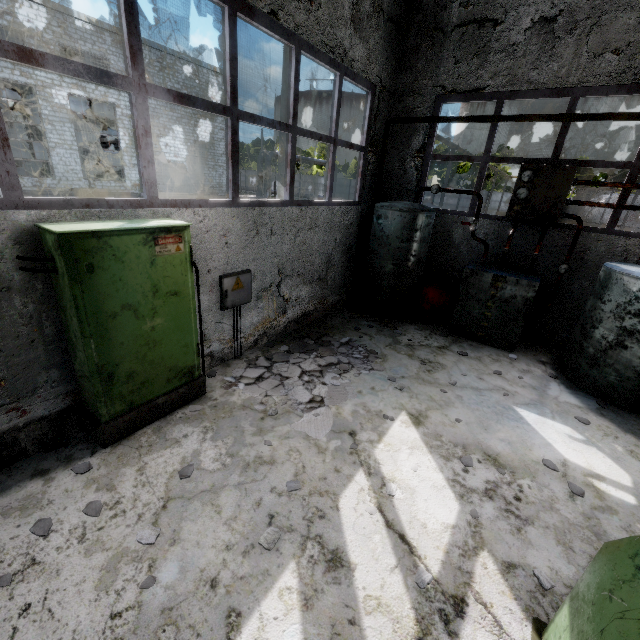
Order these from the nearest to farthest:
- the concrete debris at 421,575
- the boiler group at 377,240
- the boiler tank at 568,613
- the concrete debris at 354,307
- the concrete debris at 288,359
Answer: the boiler tank at 568,613 → the concrete debris at 421,575 → the concrete debris at 288,359 → the boiler group at 377,240 → the concrete debris at 354,307

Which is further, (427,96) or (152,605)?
(427,96)

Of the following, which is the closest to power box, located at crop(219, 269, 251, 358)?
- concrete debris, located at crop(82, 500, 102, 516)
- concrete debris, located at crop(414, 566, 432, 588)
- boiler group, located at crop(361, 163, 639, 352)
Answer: concrete debris, located at crop(82, 500, 102, 516)

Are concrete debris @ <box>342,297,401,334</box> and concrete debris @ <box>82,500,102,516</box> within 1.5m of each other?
no

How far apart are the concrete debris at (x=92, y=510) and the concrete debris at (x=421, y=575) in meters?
3.0 m

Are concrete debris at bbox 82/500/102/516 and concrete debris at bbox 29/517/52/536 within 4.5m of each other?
yes

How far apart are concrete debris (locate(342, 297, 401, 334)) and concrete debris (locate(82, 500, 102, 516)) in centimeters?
600cm

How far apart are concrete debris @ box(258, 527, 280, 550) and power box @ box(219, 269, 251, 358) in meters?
3.2 m
